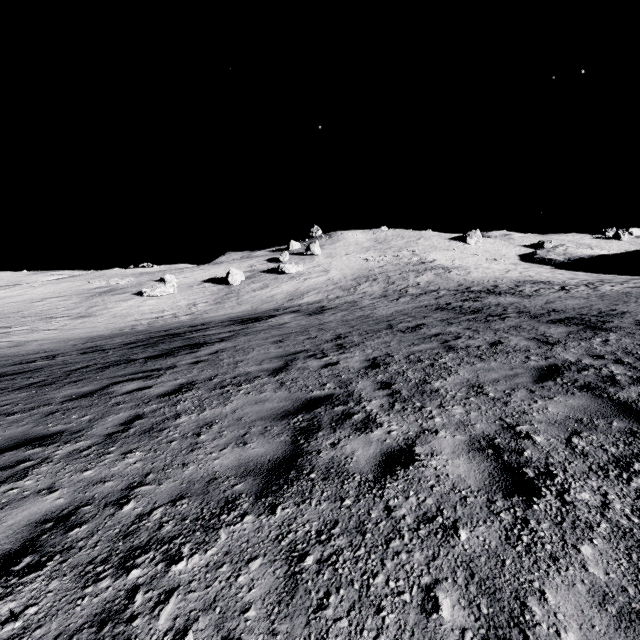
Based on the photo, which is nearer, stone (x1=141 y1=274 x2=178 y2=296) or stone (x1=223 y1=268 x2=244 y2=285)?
stone (x1=141 y1=274 x2=178 y2=296)

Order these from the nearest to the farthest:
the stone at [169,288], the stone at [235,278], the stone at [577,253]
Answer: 1. the stone at [169,288]
2. the stone at [235,278]
3. the stone at [577,253]

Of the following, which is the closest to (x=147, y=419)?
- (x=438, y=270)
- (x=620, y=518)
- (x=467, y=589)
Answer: (x=467, y=589)

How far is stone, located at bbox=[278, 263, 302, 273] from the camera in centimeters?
4453cm

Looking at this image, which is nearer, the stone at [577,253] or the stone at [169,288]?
the stone at [169,288]

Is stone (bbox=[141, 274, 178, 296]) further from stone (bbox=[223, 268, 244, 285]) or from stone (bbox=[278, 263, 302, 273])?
stone (bbox=[278, 263, 302, 273])

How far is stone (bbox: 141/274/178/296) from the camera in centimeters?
3703cm

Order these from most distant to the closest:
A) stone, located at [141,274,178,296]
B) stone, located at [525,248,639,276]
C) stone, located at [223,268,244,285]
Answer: stone, located at [525,248,639,276], stone, located at [223,268,244,285], stone, located at [141,274,178,296]
